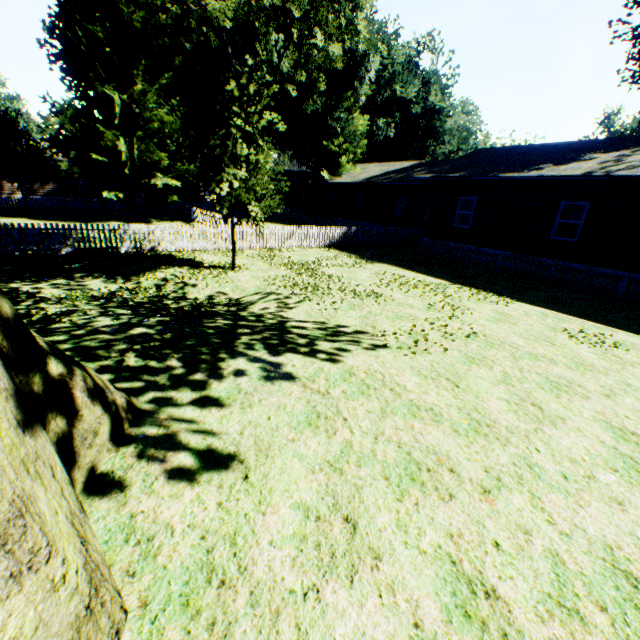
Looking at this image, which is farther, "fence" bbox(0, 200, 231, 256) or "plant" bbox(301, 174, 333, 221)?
"plant" bbox(301, 174, 333, 221)

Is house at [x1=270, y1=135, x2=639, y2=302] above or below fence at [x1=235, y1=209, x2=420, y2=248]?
above

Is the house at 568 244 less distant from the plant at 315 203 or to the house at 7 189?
the plant at 315 203

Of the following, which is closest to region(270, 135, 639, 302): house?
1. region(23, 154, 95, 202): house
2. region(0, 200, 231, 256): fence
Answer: region(0, 200, 231, 256): fence

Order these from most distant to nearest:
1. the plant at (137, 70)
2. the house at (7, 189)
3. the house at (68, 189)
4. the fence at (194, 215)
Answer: the house at (68, 189) < the house at (7, 189) < the fence at (194, 215) < the plant at (137, 70)

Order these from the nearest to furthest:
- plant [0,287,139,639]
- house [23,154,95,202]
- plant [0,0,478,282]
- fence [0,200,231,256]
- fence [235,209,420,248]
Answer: plant [0,287,139,639] < plant [0,0,478,282] < fence [0,200,231,256] < fence [235,209,420,248] < house [23,154,95,202]

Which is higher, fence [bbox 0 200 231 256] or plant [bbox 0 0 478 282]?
plant [bbox 0 0 478 282]

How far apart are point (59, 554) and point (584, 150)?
21.50m
